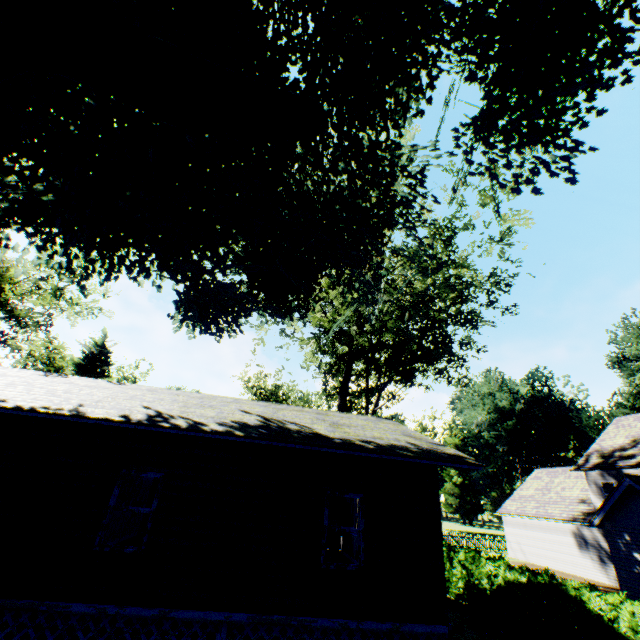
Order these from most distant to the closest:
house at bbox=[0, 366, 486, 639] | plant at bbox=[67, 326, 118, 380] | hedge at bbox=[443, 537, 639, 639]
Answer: plant at bbox=[67, 326, 118, 380]
hedge at bbox=[443, 537, 639, 639]
house at bbox=[0, 366, 486, 639]

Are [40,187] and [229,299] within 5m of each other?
no

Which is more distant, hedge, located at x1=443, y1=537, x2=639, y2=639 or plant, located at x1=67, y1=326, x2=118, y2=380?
plant, located at x1=67, y1=326, x2=118, y2=380

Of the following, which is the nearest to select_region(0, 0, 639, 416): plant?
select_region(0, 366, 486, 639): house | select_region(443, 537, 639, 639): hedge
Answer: select_region(443, 537, 639, 639): hedge

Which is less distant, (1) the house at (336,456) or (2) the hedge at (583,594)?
(1) the house at (336,456)

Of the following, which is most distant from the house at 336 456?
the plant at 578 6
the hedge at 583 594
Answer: the hedge at 583 594

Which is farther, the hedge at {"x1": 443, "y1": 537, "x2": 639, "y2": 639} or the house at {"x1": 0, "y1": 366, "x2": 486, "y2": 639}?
the hedge at {"x1": 443, "y1": 537, "x2": 639, "y2": 639}
